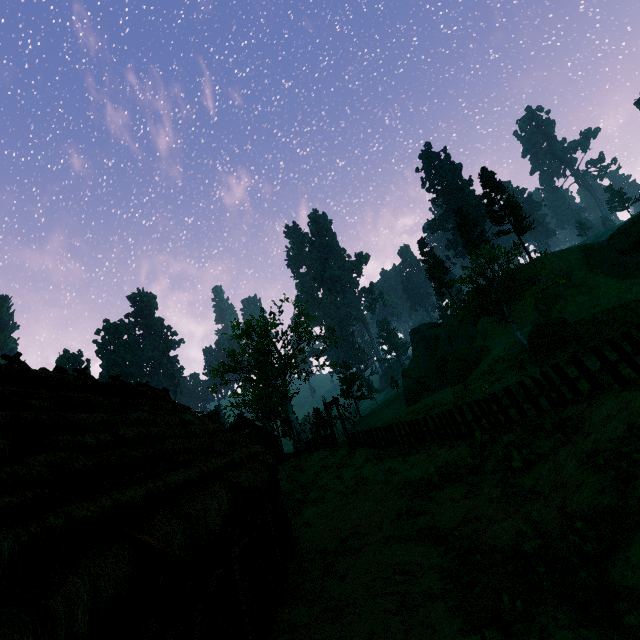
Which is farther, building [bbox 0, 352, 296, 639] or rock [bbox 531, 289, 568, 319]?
rock [bbox 531, 289, 568, 319]

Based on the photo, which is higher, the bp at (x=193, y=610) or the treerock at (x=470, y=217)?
the treerock at (x=470, y=217)

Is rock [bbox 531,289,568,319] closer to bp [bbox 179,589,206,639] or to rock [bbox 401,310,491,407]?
rock [bbox 401,310,491,407]

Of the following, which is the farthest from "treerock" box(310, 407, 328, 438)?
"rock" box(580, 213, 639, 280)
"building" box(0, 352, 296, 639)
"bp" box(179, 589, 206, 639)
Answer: "bp" box(179, 589, 206, 639)

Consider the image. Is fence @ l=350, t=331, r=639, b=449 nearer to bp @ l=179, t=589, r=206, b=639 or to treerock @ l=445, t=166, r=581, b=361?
treerock @ l=445, t=166, r=581, b=361

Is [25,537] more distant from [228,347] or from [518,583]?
[228,347]

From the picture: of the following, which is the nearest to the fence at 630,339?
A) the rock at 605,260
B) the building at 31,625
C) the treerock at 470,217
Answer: the building at 31,625

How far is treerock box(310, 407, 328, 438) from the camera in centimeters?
3319cm
